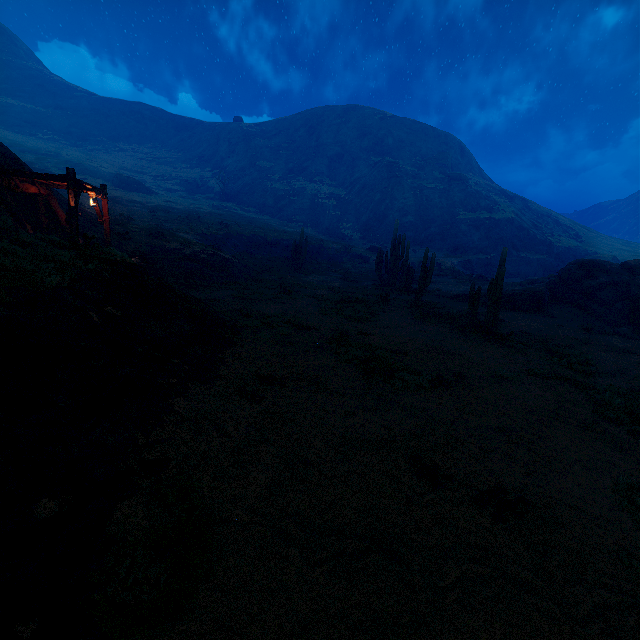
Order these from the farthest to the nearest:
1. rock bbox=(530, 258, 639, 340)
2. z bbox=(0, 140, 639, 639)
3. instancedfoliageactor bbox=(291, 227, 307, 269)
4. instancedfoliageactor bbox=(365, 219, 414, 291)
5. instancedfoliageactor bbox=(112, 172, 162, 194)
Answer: instancedfoliageactor bbox=(112, 172, 162, 194), instancedfoliageactor bbox=(291, 227, 307, 269), instancedfoliageactor bbox=(365, 219, 414, 291), rock bbox=(530, 258, 639, 340), z bbox=(0, 140, 639, 639)

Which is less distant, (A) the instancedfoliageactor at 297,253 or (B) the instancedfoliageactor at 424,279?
(B) the instancedfoliageactor at 424,279

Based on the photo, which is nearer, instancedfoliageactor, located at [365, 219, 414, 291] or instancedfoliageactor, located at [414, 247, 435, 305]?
instancedfoliageactor, located at [414, 247, 435, 305]

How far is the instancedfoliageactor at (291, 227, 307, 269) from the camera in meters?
31.1 m

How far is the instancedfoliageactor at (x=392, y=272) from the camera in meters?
24.8 m

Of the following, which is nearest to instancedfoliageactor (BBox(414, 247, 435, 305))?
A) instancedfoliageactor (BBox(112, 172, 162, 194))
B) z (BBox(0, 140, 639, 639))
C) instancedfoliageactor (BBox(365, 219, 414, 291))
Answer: z (BBox(0, 140, 639, 639))

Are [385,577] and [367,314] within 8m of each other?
no

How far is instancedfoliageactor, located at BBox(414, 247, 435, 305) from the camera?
18.86m
